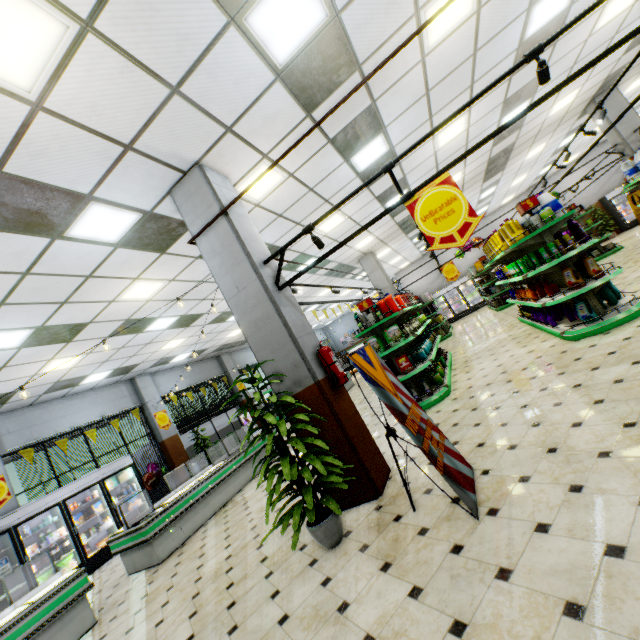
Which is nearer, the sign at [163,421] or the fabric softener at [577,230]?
the fabric softener at [577,230]

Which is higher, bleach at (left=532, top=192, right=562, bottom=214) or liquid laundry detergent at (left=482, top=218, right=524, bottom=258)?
bleach at (left=532, top=192, right=562, bottom=214)

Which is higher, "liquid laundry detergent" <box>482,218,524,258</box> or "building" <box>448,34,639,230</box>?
"building" <box>448,34,639,230</box>

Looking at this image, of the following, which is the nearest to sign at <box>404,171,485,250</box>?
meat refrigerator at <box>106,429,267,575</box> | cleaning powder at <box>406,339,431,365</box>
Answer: cleaning powder at <box>406,339,431,365</box>

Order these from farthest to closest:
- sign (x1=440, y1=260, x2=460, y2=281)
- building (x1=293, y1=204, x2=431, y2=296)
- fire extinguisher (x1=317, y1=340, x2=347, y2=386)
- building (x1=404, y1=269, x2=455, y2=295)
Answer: building (x1=404, y1=269, x2=455, y2=295) < sign (x1=440, y1=260, x2=460, y2=281) < building (x1=293, y1=204, x2=431, y2=296) < fire extinguisher (x1=317, y1=340, x2=347, y2=386)

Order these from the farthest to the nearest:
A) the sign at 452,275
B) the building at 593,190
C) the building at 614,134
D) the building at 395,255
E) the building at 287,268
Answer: the building at 593,190, the sign at 452,275, the building at 395,255, the building at 614,134, the building at 287,268

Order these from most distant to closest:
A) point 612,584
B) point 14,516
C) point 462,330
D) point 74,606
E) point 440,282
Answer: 1. point 440,282
2. point 462,330
3. point 14,516
4. point 74,606
5. point 612,584

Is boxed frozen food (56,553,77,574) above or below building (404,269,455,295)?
below
